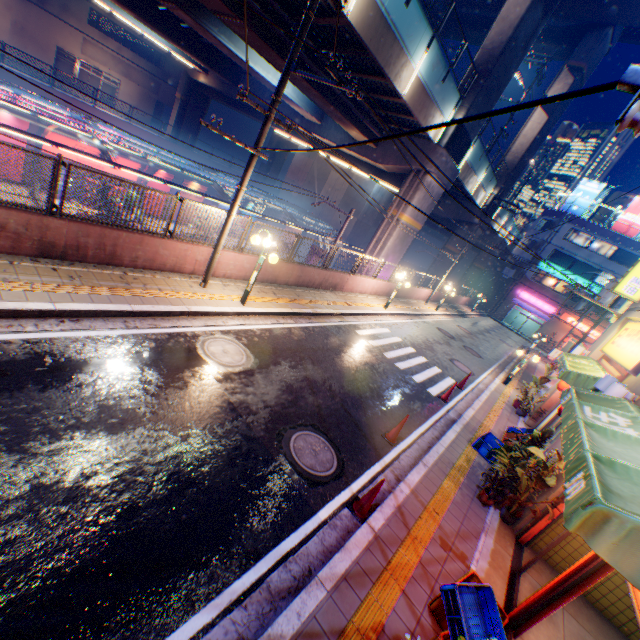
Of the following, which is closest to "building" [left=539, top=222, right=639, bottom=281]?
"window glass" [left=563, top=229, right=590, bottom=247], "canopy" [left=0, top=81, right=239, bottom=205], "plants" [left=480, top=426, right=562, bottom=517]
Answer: "window glass" [left=563, top=229, right=590, bottom=247]

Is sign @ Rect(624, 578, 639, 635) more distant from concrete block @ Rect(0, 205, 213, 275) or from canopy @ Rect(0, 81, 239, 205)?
canopy @ Rect(0, 81, 239, 205)

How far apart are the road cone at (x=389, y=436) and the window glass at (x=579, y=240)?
46.7m

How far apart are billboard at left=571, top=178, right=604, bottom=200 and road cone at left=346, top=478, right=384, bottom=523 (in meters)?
50.96

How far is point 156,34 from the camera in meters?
27.2

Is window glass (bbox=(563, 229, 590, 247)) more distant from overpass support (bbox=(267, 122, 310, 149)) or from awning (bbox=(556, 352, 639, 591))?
awning (bbox=(556, 352, 639, 591))

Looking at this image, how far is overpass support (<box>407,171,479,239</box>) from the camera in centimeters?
2006cm

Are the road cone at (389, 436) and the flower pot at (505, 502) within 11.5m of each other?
yes
